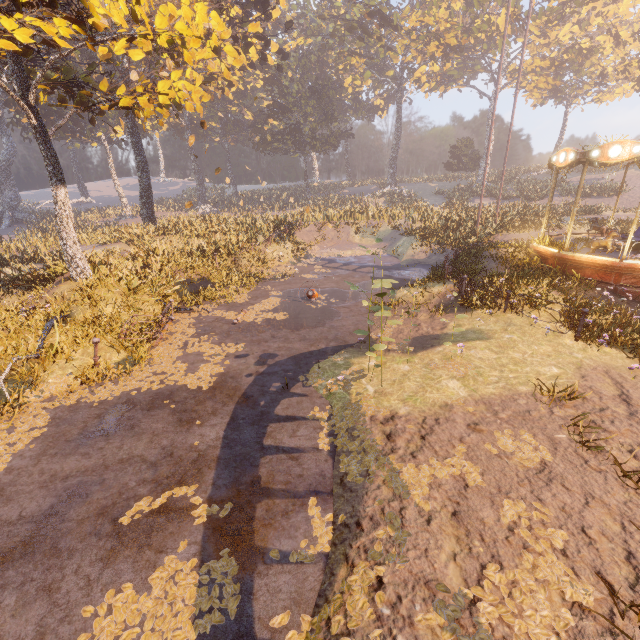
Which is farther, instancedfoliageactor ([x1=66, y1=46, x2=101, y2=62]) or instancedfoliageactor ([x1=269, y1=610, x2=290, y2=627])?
instancedfoliageactor ([x1=66, y1=46, x2=101, y2=62])

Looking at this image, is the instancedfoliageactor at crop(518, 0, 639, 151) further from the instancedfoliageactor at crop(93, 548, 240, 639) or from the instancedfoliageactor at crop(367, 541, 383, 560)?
the instancedfoliageactor at crop(93, 548, 240, 639)

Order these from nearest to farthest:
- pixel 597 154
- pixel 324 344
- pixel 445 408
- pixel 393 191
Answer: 1. pixel 445 408
2. pixel 324 344
3. pixel 597 154
4. pixel 393 191

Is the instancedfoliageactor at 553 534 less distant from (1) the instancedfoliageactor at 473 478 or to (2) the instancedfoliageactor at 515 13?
(1) the instancedfoliageactor at 473 478

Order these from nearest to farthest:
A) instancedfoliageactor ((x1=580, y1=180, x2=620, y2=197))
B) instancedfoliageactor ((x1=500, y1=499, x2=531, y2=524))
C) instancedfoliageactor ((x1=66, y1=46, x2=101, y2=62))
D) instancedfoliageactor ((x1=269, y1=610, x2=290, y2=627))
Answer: instancedfoliageactor ((x1=269, y1=610, x2=290, y2=627))
instancedfoliageactor ((x1=500, y1=499, x2=531, y2=524))
instancedfoliageactor ((x1=66, y1=46, x2=101, y2=62))
instancedfoliageactor ((x1=580, y1=180, x2=620, y2=197))

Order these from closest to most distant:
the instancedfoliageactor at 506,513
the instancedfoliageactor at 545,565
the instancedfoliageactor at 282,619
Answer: the instancedfoliageactor at 545,565, the instancedfoliageactor at 282,619, the instancedfoliageactor at 506,513

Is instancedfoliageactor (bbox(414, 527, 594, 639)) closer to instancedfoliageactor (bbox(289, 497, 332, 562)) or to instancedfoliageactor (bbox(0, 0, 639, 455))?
instancedfoliageactor (bbox(289, 497, 332, 562))

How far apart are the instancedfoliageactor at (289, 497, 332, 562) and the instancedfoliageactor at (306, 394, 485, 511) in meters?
0.6
